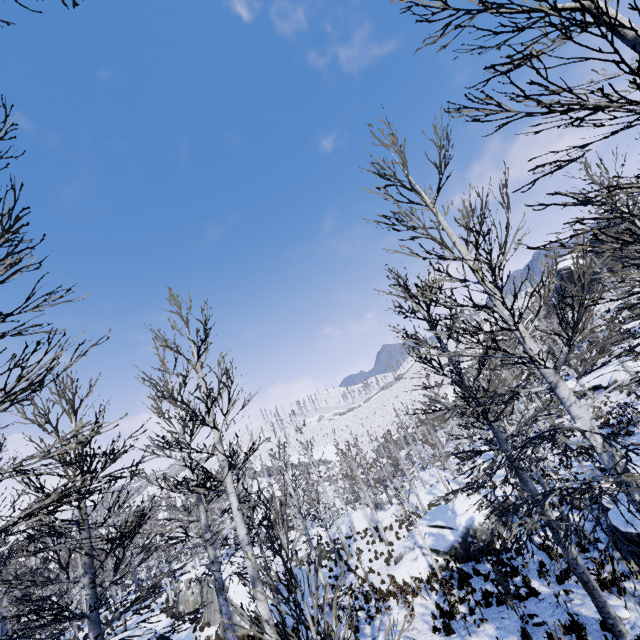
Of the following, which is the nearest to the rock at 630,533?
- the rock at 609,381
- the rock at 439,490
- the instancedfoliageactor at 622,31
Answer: the instancedfoliageactor at 622,31

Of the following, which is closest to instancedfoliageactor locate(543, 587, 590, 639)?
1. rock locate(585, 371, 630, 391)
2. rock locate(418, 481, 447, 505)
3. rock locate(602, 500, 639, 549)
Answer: rock locate(602, 500, 639, 549)

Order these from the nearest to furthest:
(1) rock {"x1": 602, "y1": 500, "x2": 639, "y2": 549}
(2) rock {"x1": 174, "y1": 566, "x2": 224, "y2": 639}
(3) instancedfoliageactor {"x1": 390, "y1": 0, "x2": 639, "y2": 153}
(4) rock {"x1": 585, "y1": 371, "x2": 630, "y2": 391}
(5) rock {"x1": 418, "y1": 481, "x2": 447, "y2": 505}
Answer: (3) instancedfoliageactor {"x1": 390, "y1": 0, "x2": 639, "y2": 153}
(1) rock {"x1": 602, "y1": 500, "x2": 639, "y2": 549}
(2) rock {"x1": 174, "y1": 566, "x2": 224, "y2": 639}
(4) rock {"x1": 585, "y1": 371, "x2": 630, "y2": 391}
(5) rock {"x1": 418, "y1": 481, "x2": 447, "y2": 505}

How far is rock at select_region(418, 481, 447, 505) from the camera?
32.6 meters

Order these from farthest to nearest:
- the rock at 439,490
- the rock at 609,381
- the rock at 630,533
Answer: the rock at 439,490 < the rock at 609,381 < the rock at 630,533

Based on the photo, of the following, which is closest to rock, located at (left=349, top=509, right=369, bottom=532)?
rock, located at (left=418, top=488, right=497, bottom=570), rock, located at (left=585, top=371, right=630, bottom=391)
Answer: rock, located at (left=418, top=488, right=497, bottom=570)

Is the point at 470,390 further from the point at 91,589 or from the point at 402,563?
the point at 402,563

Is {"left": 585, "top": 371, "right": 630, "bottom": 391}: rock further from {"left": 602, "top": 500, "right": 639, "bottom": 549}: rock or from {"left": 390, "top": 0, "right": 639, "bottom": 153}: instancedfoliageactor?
{"left": 390, "top": 0, "right": 639, "bottom": 153}: instancedfoliageactor
